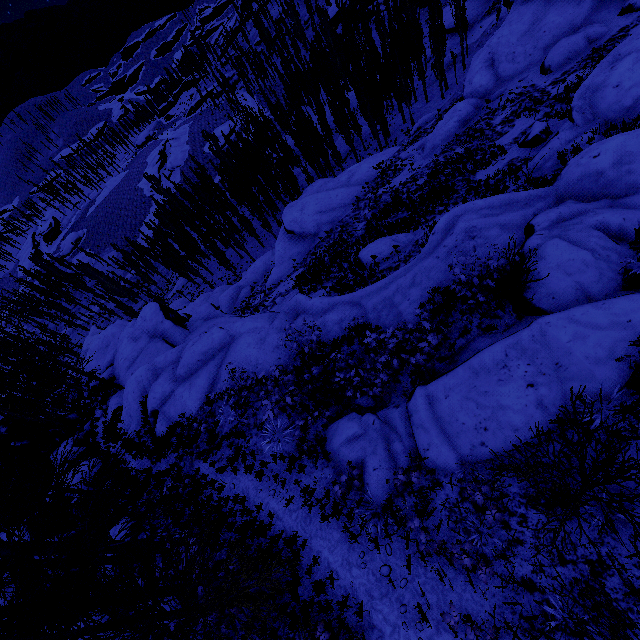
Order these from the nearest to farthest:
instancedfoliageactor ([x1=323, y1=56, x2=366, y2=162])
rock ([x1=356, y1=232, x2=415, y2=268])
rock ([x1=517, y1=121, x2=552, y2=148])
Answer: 1. rock ([x1=517, y1=121, x2=552, y2=148])
2. rock ([x1=356, y1=232, x2=415, y2=268])
3. instancedfoliageactor ([x1=323, y1=56, x2=366, y2=162])

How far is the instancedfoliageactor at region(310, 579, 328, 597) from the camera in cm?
689

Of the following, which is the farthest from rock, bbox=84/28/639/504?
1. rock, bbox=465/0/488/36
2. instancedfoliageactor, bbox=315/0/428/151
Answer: rock, bbox=465/0/488/36

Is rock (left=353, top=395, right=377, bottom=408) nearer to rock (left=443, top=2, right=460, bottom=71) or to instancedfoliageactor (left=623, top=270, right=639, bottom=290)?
instancedfoliageactor (left=623, top=270, right=639, bottom=290)

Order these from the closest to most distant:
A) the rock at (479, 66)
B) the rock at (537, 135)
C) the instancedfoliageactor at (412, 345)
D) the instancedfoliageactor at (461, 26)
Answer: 1. the instancedfoliageactor at (412, 345)
2. the rock at (537, 135)
3. the rock at (479, 66)
4. the instancedfoliageactor at (461, 26)

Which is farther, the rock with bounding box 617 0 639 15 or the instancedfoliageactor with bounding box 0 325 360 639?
the rock with bounding box 617 0 639 15

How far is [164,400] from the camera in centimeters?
1538cm

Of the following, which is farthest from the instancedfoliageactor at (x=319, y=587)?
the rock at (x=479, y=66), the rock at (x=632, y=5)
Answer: the rock at (x=632, y=5)
